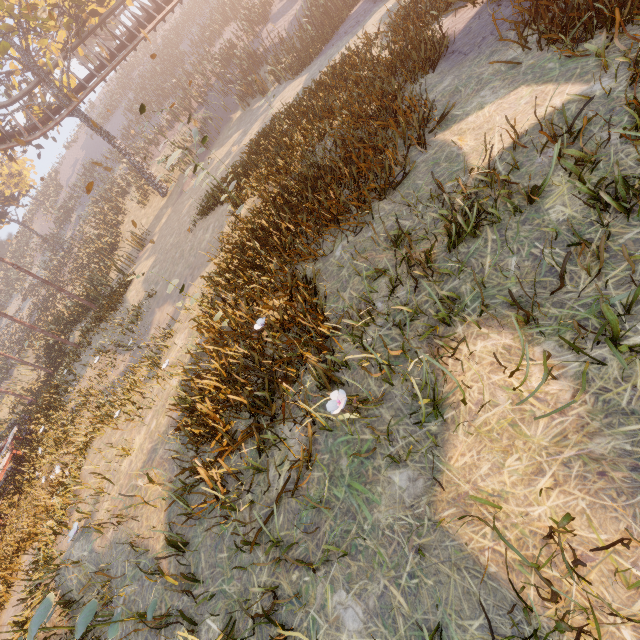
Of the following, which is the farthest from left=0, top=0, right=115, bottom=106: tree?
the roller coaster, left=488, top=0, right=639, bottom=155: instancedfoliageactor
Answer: left=488, top=0, right=639, bottom=155: instancedfoliageactor

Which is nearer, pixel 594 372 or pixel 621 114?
pixel 594 372

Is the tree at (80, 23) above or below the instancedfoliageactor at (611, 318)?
above

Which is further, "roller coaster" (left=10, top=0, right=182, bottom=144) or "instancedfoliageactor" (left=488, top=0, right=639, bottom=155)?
"roller coaster" (left=10, top=0, right=182, bottom=144)

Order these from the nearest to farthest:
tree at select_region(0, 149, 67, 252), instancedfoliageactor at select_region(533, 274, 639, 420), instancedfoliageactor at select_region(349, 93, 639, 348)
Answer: instancedfoliageactor at select_region(533, 274, 639, 420) → instancedfoliageactor at select_region(349, 93, 639, 348) → tree at select_region(0, 149, 67, 252)

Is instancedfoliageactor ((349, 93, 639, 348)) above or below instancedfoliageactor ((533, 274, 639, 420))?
below

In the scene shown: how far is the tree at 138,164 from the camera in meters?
19.5 m
